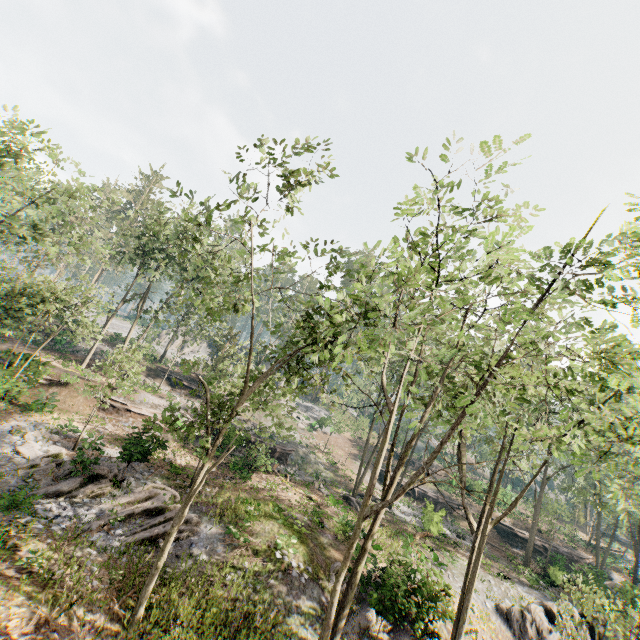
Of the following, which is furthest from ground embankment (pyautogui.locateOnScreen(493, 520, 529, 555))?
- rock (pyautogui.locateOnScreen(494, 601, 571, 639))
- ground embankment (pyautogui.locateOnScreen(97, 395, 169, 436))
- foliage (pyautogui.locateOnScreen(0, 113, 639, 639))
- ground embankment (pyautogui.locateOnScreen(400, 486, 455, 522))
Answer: ground embankment (pyautogui.locateOnScreen(97, 395, 169, 436))

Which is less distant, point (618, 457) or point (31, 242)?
point (618, 457)

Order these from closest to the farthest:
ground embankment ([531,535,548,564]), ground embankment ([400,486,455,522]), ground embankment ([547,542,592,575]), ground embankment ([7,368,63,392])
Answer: ground embankment ([7,368,63,392])
ground embankment ([400,486,455,522])
ground embankment ([547,542,592,575])
ground embankment ([531,535,548,564])

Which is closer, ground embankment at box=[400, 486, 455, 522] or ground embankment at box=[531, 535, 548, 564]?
ground embankment at box=[400, 486, 455, 522]

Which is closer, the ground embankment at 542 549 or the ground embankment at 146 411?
the ground embankment at 146 411

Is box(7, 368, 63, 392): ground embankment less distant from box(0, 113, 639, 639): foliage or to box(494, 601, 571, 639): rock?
box(0, 113, 639, 639): foliage

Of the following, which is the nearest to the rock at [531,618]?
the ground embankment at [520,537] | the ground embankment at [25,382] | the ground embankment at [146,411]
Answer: the ground embankment at [520,537]

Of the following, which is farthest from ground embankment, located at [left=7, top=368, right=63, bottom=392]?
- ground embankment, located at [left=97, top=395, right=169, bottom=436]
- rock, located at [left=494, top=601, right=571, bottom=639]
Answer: rock, located at [left=494, top=601, right=571, bottom=639]
